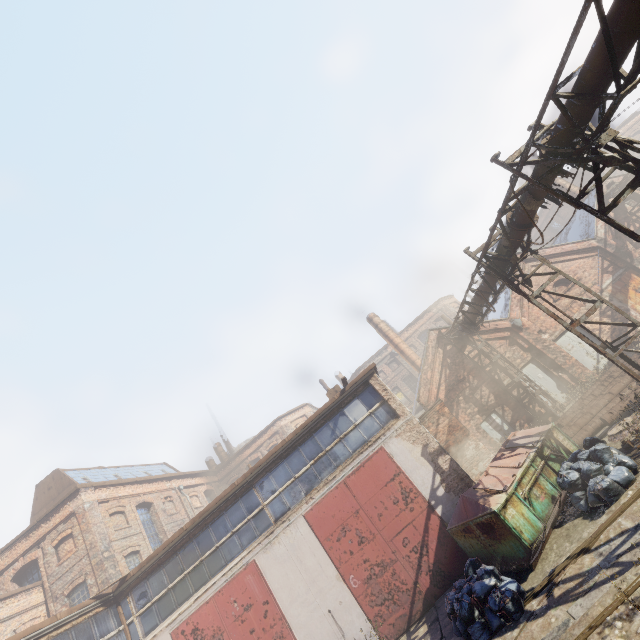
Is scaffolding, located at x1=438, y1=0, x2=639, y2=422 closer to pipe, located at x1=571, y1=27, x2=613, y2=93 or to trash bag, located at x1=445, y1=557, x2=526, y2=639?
pipe, located at x1=571, y1=27, x2=613, y2=93

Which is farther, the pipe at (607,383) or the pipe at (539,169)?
the pipe at (607,383)

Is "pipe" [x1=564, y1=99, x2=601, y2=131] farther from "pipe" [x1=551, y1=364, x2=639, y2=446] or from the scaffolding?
"pipe" [x1=551, y1=364, x2=639, y2=446]

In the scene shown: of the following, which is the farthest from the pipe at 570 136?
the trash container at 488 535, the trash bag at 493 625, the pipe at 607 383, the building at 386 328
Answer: the trash bag at 493 625

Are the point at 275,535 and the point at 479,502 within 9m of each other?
yes

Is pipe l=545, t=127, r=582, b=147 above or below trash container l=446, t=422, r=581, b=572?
→ above

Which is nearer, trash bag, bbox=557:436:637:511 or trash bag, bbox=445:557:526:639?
trash bag, bbox=445:557:526:639

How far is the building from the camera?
24.7m
